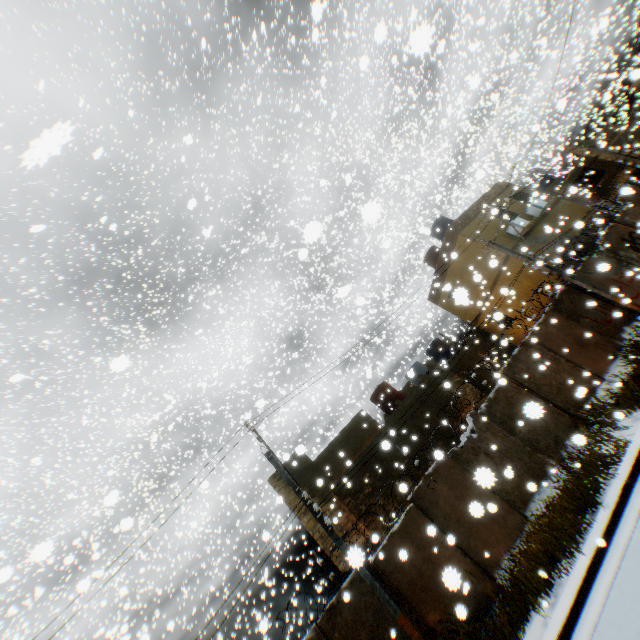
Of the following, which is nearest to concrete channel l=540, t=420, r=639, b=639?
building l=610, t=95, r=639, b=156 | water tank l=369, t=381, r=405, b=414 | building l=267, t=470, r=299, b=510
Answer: building l=610, t=95, r=639, b=156

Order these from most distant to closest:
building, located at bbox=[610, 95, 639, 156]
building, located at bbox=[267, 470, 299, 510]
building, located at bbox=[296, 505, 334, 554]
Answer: building, located at bbox=[610, 95, 639, 156] → building, located at bbox=[267, 470, 299, 510] → building, located at bbox=[296, 505, 334, 554]

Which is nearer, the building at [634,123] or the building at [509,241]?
the building at [509,241]

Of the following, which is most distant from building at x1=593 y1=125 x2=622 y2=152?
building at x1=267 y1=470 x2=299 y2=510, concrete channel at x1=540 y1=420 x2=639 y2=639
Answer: building at x1=267 y1=470 x2=299 y2=510

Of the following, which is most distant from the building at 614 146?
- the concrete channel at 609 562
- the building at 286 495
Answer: the building at 286 495

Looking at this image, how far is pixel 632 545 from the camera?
6.43m

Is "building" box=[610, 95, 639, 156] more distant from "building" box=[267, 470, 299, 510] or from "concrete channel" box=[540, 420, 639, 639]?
"building" box=[267, 470, 299, 510]
